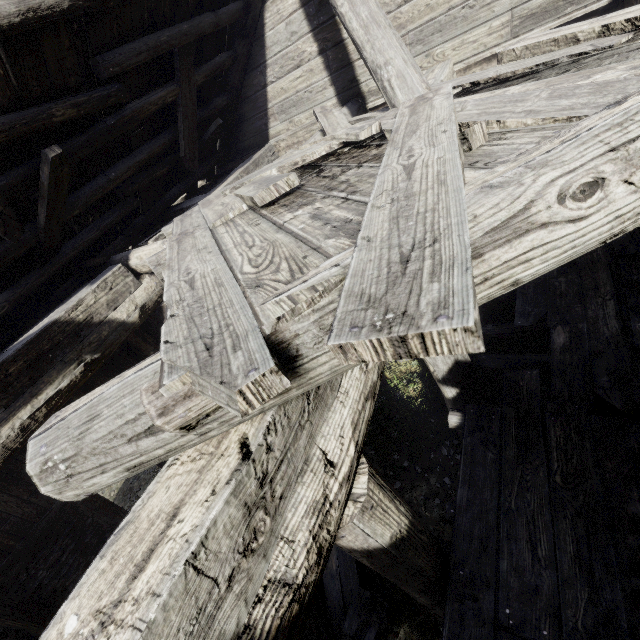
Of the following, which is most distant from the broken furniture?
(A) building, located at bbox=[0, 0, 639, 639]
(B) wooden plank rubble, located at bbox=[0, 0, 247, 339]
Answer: (B) wooden plank rubble, located at bbox=[0, 0, 247, 339]

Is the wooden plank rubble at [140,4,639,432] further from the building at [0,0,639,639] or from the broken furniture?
the broken furniture

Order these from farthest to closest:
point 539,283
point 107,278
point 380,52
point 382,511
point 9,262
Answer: point 539,283
point 107,278
point 9,262
point 380,52
point 382,511

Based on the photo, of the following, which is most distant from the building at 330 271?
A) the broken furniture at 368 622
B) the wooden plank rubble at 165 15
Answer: the broken furniture at 368 622

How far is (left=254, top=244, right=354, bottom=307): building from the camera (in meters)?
1.18

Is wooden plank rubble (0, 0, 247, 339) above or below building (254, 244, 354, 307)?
above

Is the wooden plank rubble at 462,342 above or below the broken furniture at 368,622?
above
